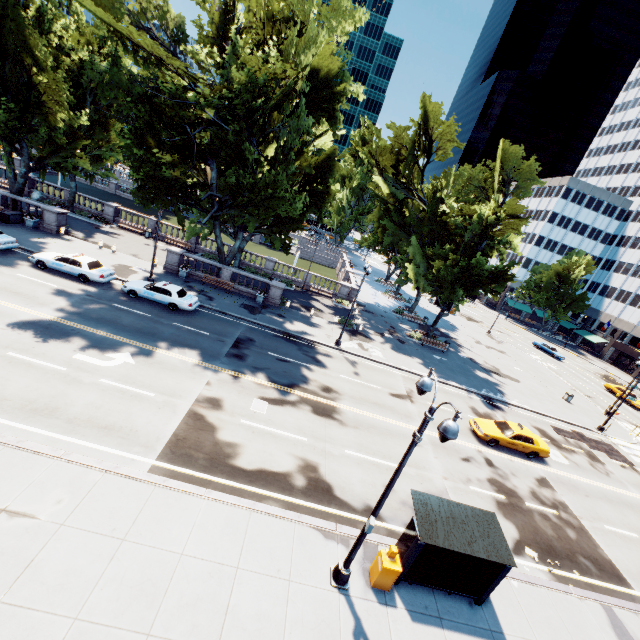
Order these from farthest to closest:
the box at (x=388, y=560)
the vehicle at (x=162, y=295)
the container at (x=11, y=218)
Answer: the container at (x=11, y=218)
the vehicle at (x=162, y=295)
the box at (x=388, y=560)

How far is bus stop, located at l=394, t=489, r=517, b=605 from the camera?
10.22m

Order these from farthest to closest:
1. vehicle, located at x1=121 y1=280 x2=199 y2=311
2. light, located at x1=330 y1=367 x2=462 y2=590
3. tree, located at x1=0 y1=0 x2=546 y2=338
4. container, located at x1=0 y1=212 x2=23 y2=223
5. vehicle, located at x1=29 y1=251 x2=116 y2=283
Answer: container, located at x1=0 y1=212 x2=23 y2=223, vehicle, located at x1=121 y1=280 x2=199 y2=311, vehicle, located at x1=29 y1=251 x2=116 y2=283, tree, located at x1=0 y1=0 x2=546 y2=338, light, located at x1=330 y1=367 x2=462 y2=590

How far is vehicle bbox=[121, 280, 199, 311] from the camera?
23.2m

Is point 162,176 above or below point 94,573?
above

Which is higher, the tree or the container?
the tree

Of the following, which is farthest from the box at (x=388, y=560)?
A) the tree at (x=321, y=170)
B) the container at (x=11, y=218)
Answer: the container at (x=11, y=218)

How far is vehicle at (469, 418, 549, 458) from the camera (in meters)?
20.95
